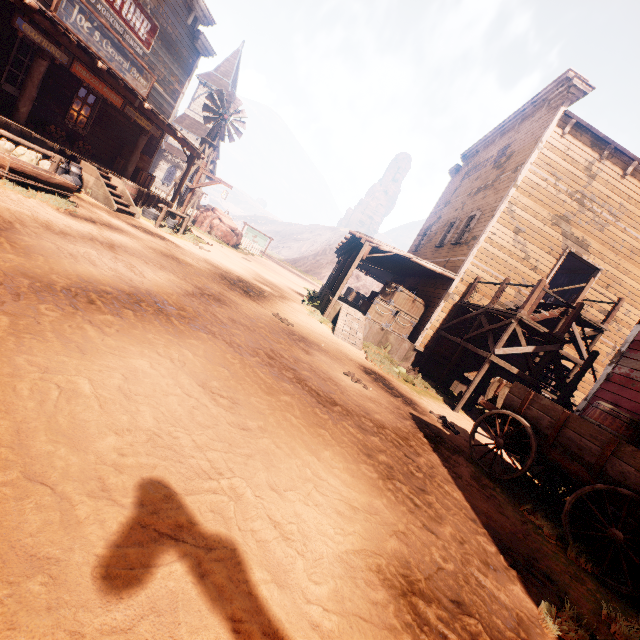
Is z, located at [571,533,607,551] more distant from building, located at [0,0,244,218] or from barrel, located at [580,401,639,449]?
barrel, located at [580,401,639,449]

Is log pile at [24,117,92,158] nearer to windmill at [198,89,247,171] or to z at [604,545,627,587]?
z at [604,545,627,587]

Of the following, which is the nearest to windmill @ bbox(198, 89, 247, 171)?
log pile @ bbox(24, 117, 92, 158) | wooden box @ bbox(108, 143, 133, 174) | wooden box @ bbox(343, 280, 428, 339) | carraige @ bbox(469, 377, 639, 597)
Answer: wooden box @ bbox(108, 143, 133, 174)

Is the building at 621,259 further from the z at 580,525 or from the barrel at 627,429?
the barrel at 627,429

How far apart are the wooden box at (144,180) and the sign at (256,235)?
17.07m

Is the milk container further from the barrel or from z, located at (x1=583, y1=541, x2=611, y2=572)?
the barrel

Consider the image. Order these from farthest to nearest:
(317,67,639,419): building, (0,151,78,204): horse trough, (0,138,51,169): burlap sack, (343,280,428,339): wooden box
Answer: (343,280,428,339): wooden box, (317,67,639,419): building, (0,138,51,169): burlap sack, (0,151,78,204): horse trough

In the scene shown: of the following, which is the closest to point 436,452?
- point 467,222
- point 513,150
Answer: point 467,222
